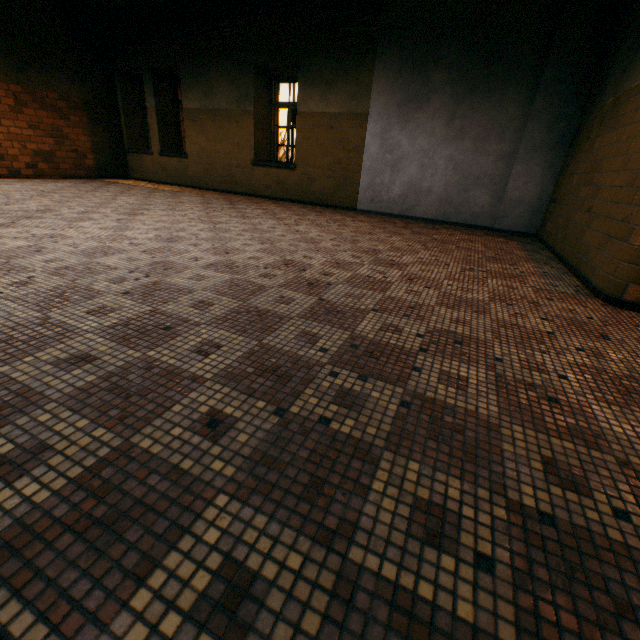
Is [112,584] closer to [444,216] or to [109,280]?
[109,280]
